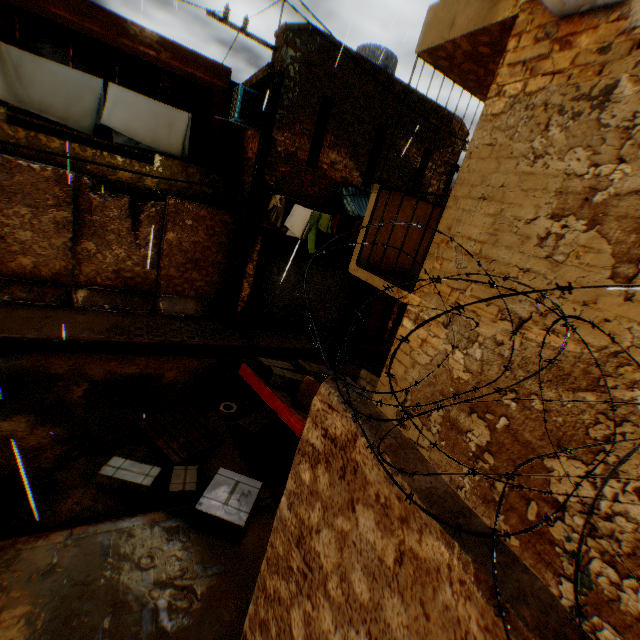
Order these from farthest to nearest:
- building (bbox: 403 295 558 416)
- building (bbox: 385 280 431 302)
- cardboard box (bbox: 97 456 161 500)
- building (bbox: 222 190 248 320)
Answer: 1. building (bbox: 222 190 248 320)
2. cardboard box (bbox: 97 456 161 500)
3. building (bbox: 385 280 431 302)
4. building (bbox: 403 295 558 416)

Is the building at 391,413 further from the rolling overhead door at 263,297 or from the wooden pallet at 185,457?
the wooden pallet at 185,457

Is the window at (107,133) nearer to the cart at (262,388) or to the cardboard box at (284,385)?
the cardboard box at (284,385)

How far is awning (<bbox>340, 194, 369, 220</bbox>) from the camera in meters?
9.2

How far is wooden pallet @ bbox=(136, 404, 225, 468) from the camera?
5.3m

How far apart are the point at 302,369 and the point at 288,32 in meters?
8.1

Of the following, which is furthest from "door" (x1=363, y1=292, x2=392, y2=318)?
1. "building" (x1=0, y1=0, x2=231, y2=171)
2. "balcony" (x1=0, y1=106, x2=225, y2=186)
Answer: "balcony" (x1=0, y1=106, x2=225, y2=186)

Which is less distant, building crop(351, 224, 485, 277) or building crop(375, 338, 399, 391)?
building crop(351, 224, 485, 277)
